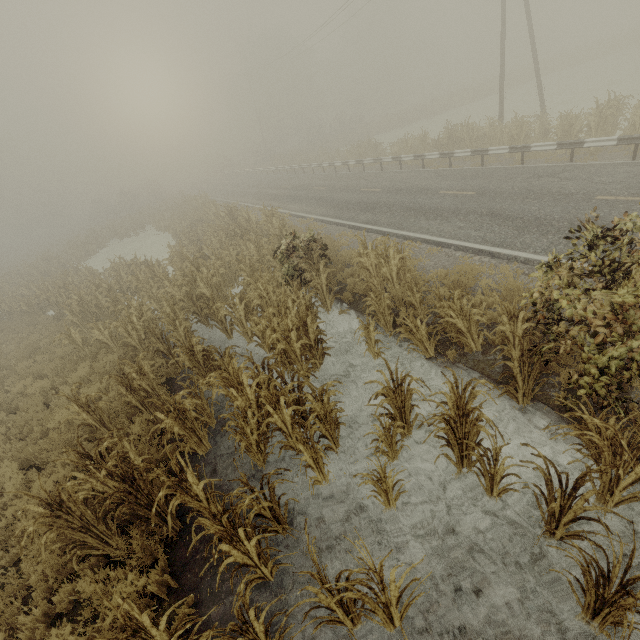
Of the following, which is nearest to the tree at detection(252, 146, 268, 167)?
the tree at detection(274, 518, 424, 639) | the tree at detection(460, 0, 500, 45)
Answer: the tree at detection(460, 0, 500, 45)

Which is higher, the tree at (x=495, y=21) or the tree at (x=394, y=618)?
the tree at (x=495, y=21)

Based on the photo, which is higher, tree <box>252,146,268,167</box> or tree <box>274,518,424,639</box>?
tree <box>252,146,268,167</box>

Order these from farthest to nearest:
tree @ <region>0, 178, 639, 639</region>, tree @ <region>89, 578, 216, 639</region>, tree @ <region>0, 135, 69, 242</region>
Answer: tree @ <region>0, 135, 69, 242</region> → tree @ <region>0, 178, 639, 639</region> → tree @ <region>89, 578, 216, 639</region>

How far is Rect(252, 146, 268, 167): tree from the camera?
52.0m

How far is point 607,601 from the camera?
2.91m

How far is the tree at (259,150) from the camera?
52.00m

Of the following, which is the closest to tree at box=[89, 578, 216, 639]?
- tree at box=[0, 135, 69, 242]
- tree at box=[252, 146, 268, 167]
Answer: tree at box=[252, 146, 268, 167]
